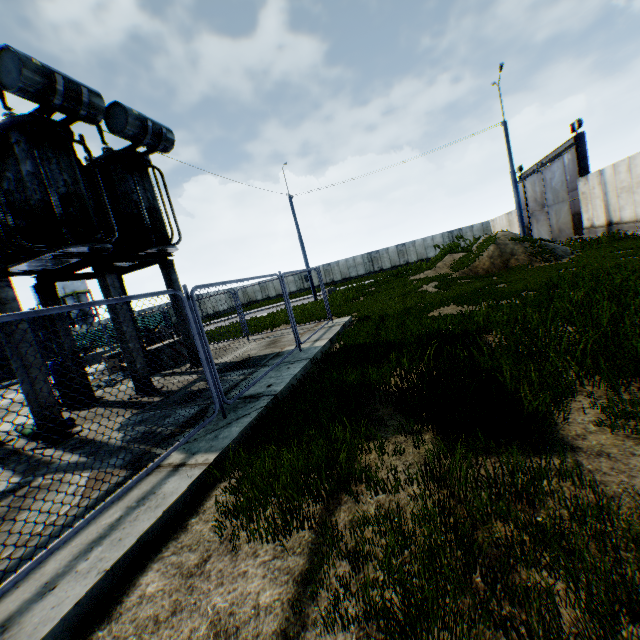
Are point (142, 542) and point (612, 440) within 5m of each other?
yes

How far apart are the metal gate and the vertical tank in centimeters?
6408cm

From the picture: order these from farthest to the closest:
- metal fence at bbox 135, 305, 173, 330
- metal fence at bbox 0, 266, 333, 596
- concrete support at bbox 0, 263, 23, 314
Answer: concrete support at bbox 0, 263, 23, 314 → metal fence at bbox 135, 305, 173, 330 → metal fence at bbox 0, 266, 333, 596

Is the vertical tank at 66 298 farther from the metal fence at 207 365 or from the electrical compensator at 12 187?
the electrical compensator at 12 187

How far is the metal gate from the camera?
19.0m

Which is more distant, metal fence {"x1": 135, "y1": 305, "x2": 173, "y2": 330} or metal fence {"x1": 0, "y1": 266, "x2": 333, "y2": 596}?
metal fence {"x1": 135, "y1": 305, "x2": 173, "y2": 330}

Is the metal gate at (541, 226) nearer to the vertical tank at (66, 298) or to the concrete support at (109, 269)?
the concrete support at (109, 269)

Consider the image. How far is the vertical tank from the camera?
53.91m
